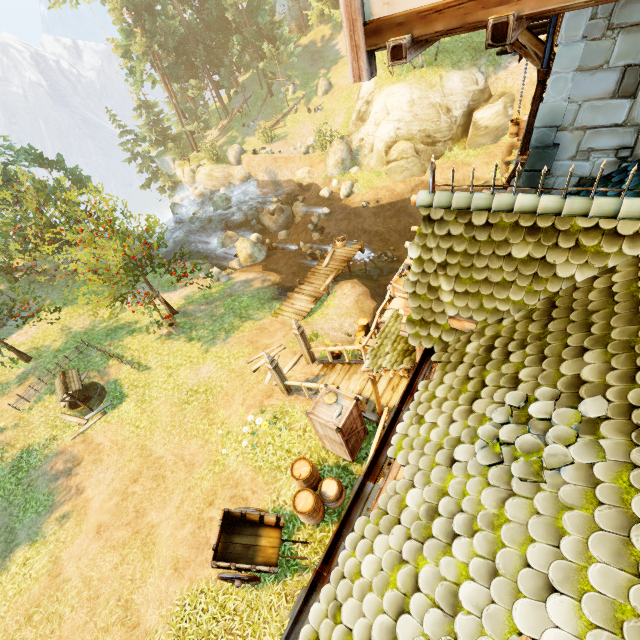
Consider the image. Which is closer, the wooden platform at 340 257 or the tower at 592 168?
the tower at 592 168

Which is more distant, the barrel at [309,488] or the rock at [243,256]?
the rock at [243,256]

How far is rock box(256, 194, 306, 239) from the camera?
27.4m

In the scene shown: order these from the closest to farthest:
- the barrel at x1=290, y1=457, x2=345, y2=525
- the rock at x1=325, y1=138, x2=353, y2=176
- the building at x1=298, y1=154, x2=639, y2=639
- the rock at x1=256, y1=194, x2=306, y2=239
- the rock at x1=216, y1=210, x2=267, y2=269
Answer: the building at x1=298, y1=154, x2=639, y2=639, the barrel at x1=290, y1=457, x2=345, y2=525, the rock at x1=216, y1=210, x2=267, y2=269, the rock at x1=325, y1=138, x2=353, y2=176, the rock at x1=256, y1=194, x2=306, y2=239

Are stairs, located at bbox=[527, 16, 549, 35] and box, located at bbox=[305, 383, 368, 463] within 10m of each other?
yes

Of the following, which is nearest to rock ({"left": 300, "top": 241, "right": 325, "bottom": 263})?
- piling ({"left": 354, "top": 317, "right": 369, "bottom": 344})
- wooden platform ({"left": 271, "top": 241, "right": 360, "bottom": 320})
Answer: wooden platform ({"left": 271, "top": 241, "right": 360, "bottom": 320})

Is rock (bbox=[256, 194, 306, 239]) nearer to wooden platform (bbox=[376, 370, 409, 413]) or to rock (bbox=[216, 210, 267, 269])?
rock (bbox=[216, 210, 267, 269])

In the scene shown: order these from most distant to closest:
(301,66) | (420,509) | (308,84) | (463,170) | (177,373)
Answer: (301,66) → (308,84) → (463,170) → (177,373) → (420,509)
